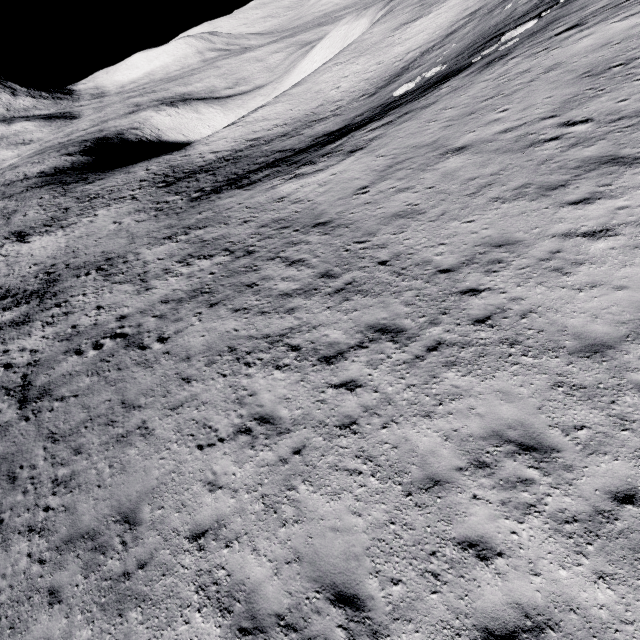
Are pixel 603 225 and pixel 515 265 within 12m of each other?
yes
